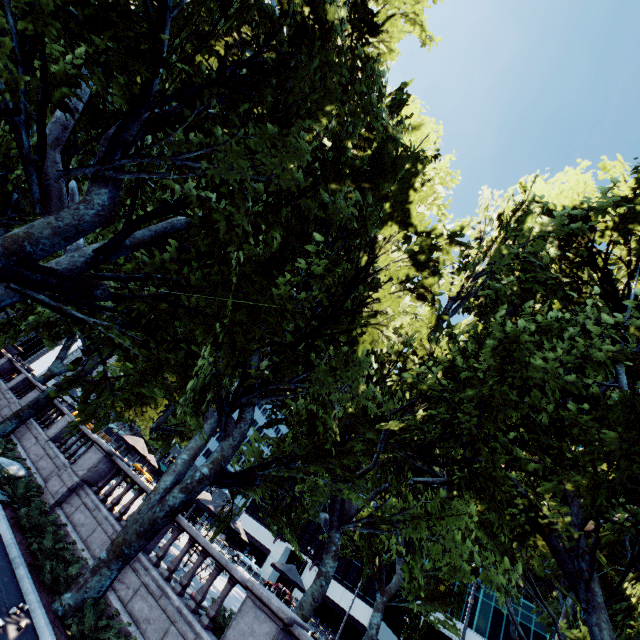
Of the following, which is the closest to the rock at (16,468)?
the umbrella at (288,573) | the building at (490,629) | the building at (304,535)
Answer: the umbrella at (288,573)

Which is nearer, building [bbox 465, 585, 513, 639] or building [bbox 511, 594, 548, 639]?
building [bbox 511, 594, 548, 639]

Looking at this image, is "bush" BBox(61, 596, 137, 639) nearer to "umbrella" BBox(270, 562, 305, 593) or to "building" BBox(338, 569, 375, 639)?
"umbrella" BBox(270, 562, 305, 593)

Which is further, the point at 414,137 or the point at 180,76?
the point at 414,137

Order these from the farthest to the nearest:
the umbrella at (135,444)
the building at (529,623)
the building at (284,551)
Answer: the building at (284,551) < the building at (529,623) < the umbrella at (135,444)

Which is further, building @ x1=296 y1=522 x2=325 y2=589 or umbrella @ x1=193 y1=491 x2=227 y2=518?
building @ x1=296 y1=522 x2=325 y2=589

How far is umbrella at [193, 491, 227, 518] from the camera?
14.77m

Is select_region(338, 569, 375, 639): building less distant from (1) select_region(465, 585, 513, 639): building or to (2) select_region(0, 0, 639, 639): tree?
(1) select_region(465, 585, 513, 639): building
